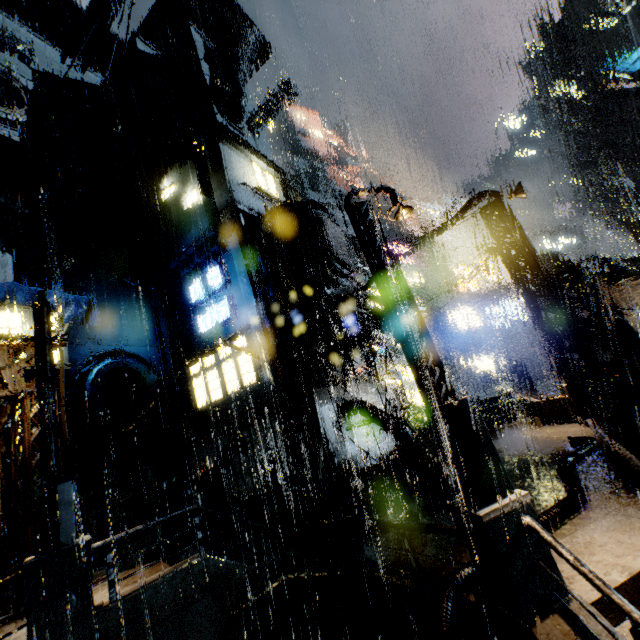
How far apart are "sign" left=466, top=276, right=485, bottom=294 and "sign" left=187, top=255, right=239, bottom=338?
27.8 meters

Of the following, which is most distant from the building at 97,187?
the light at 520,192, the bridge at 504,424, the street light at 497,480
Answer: the street light at 497,480

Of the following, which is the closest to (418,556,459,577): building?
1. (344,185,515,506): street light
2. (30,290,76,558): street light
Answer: (30,290,76,558): street light

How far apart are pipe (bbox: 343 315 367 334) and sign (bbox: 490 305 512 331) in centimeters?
2753cm

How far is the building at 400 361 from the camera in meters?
38.8 m

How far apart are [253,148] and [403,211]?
22.1 meters

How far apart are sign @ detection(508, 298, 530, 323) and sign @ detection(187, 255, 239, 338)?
32.06m

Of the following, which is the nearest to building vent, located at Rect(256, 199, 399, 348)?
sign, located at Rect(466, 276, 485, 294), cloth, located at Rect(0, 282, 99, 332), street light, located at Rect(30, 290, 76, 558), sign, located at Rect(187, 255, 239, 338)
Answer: sign, located at Rect(187, 255, 239, 338)
